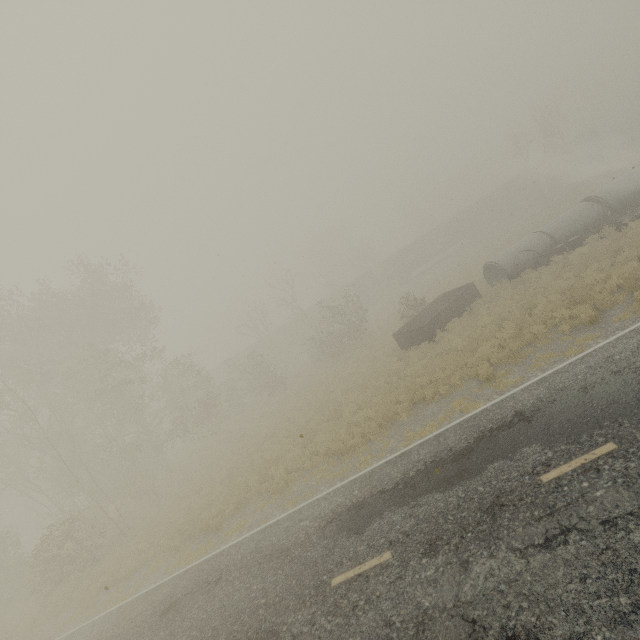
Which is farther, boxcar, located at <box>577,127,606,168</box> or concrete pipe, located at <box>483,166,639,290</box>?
boxcar, located at <box>577,127,606,168</box>

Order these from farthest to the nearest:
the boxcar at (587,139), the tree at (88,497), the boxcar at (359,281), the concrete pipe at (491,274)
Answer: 1. the boxcar at (359,281)
2. the boxcar at (587,139)
3. the concrete pipe at (491,274)
4. the tree at (88,497)

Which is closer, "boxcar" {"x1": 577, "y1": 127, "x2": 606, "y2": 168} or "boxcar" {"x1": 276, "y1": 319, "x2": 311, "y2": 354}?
"boxcar" {"x1": 577, "y1": 127, "x2": 606, "y2": 168}

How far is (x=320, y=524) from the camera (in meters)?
9.24

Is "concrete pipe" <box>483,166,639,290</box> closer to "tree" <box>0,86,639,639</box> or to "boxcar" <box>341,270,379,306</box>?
"tree" <box>0,86,639,639</box>

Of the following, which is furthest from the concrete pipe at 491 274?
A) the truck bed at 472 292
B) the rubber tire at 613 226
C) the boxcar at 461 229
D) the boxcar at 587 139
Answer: the boxcar at 461 229

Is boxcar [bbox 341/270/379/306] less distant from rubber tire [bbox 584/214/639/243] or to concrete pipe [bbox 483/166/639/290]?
concrete pipe [bbox 483/166/639/290]

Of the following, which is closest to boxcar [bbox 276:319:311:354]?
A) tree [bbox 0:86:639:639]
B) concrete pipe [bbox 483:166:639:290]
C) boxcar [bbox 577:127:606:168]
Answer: boxcar [bbox 577:127:606:168]
